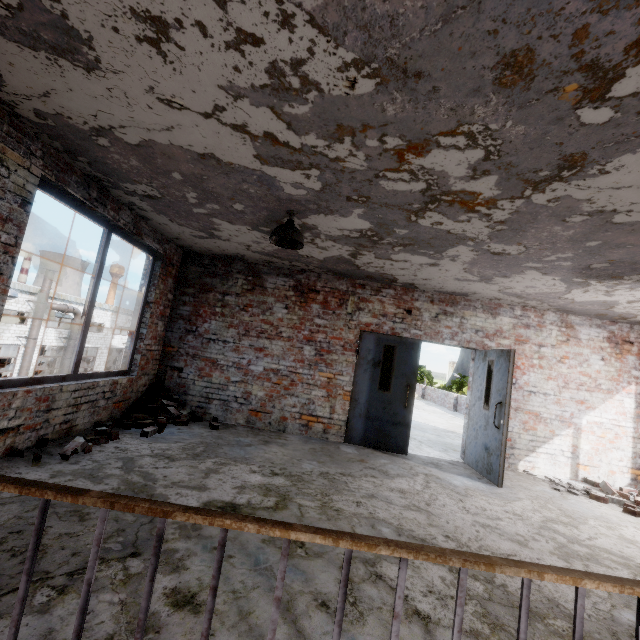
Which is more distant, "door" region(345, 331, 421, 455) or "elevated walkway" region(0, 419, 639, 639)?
"door" region(345, 331, 421, 455)

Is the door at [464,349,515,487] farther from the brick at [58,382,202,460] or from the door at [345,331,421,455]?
the brick at [58,382,202,460]

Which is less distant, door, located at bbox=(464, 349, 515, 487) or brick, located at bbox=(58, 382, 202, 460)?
brick, located at bbox=(58, 382, 202, 460)

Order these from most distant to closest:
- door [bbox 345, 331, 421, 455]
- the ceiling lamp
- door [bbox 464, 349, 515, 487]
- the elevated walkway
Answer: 1. door [bbox 345, 331, 421, 455]
2. door [bbox 464, 349, 515, 487]
3. the ceiling lamp
4. the elevated walkway

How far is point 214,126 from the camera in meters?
2.5 m

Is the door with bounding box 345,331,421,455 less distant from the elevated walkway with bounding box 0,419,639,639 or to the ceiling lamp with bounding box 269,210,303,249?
the elevated walkway with bounding box 0,419,639,639

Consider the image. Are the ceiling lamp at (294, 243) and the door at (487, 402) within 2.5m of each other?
no

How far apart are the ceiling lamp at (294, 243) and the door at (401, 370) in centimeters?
287cm
